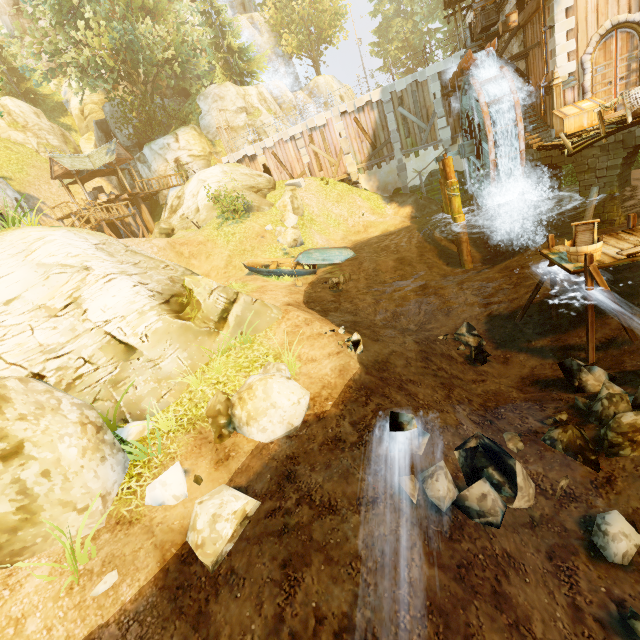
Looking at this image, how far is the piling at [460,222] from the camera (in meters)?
16.64

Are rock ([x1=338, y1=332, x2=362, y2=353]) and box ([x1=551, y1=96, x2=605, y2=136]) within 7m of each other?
no

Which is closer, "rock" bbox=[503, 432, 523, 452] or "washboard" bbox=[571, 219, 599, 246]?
"rock" bbox=[503, 432, 523, 452]

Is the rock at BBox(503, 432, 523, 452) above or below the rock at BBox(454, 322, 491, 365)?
above

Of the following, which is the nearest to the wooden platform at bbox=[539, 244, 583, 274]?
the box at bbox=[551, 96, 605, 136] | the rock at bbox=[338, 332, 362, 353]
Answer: the rock at bbox=[338, 332, 362, 353]

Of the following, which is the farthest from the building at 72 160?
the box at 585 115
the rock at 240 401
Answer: the box at 585 115

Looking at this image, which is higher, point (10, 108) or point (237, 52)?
point (10, 108)

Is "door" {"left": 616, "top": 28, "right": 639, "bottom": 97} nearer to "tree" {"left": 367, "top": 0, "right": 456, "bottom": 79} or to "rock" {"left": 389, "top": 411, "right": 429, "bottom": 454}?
"tree" {"left": 367, "top": 0, "right": 456, "bottom": 79}
